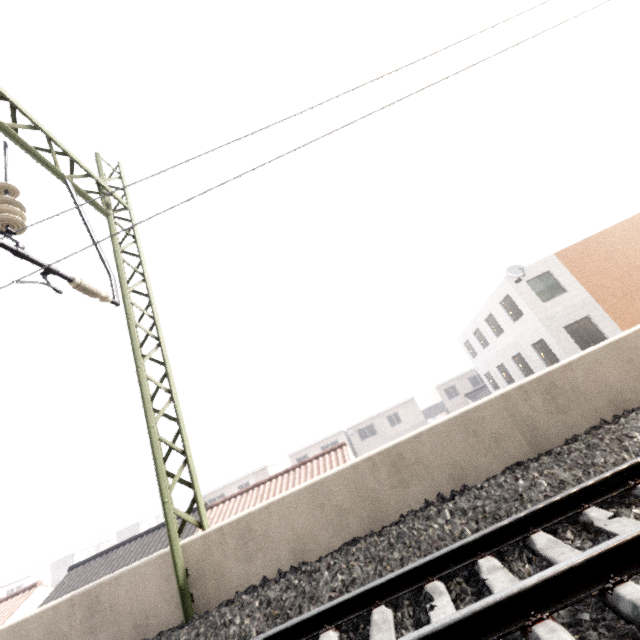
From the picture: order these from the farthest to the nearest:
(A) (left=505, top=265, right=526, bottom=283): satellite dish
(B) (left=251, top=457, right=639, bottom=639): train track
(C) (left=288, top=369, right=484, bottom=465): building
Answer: (C) (left=288, top=369, right=484, bottom=465): building
(A) (left=505, top=265, right=526, bottom=283): satellite dish
(B) (left=251, top=457, right=639, bottom=639): train track

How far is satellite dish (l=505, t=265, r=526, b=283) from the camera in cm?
1706

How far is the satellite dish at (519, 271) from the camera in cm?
1706

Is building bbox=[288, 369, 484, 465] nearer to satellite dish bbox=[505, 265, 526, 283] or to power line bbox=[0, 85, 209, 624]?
satellite dish bbox=[505, 265, 526, 283]

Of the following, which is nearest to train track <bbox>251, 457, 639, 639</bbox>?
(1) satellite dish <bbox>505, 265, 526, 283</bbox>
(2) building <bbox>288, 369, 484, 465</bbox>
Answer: (1) satellite dish <bbox>505, 265, 526, 283</bbox>

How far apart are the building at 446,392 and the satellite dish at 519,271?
25.91m

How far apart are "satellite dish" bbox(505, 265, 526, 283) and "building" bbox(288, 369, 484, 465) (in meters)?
25.91

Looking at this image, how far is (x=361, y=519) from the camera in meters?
4.6 m
